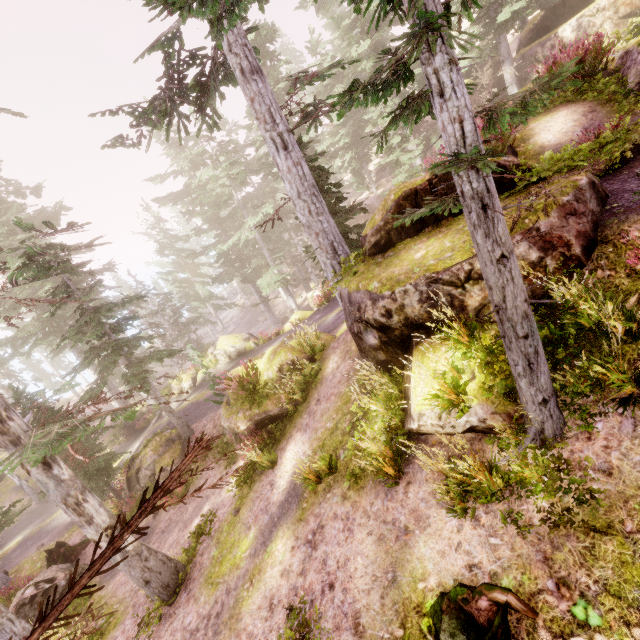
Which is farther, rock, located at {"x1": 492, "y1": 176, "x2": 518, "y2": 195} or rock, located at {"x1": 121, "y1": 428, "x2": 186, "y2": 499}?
rock, located at {"x1": 121, "y1": 428, "x2": 186, "y2": 499}

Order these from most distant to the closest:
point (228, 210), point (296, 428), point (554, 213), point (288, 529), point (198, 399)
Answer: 1. point (228, 210)
2. point (198, 399)
3. point (296, 428)
4. point (288, 529)
5. point (554, 213)

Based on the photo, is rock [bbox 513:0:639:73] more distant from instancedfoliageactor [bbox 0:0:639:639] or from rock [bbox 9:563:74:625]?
rock [bbox 9:563:74:625]

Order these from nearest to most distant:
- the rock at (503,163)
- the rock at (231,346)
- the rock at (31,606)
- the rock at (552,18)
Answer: the rock at (503,163) < the rock at (31,606) < the rock at (552,18) < the rock at (231,346)

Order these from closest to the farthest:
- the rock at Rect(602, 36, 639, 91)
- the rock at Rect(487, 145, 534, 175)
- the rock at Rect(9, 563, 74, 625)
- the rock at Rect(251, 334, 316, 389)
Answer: the rock at Rect(487, 145, 534, 175) < the rock at Rect(602, 36, 639, 91) < the rock at Rect(251, 334, 316, 389) < the rock at Rect(9, 563, 74, 625)

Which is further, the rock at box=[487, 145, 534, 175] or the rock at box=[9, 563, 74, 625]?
the rock at box=[9, 563, 74, 625]

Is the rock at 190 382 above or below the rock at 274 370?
below

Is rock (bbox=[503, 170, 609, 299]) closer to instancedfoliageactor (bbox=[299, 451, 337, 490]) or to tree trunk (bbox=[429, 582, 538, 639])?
instancedfoliageactor (bbox=[299, 451, 337, 490])
